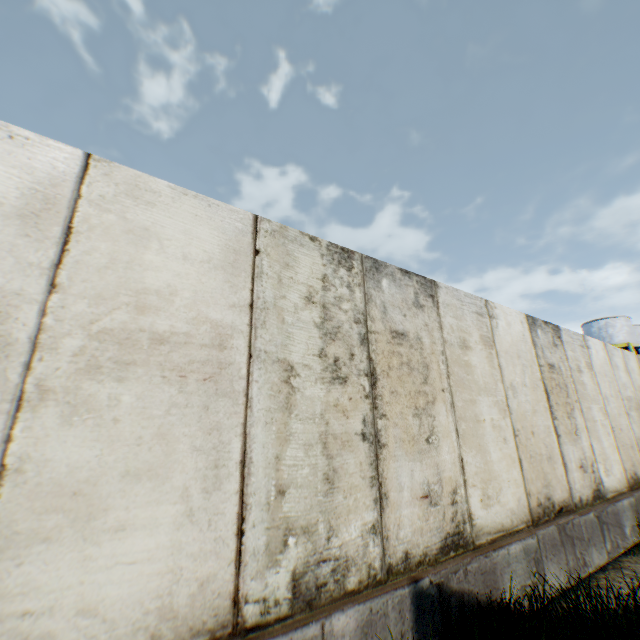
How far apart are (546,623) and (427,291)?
3.2 meters
